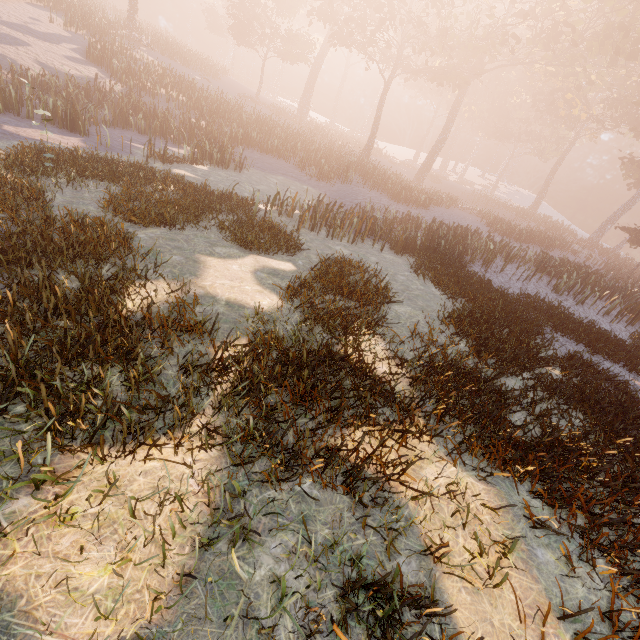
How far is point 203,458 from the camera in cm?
364
